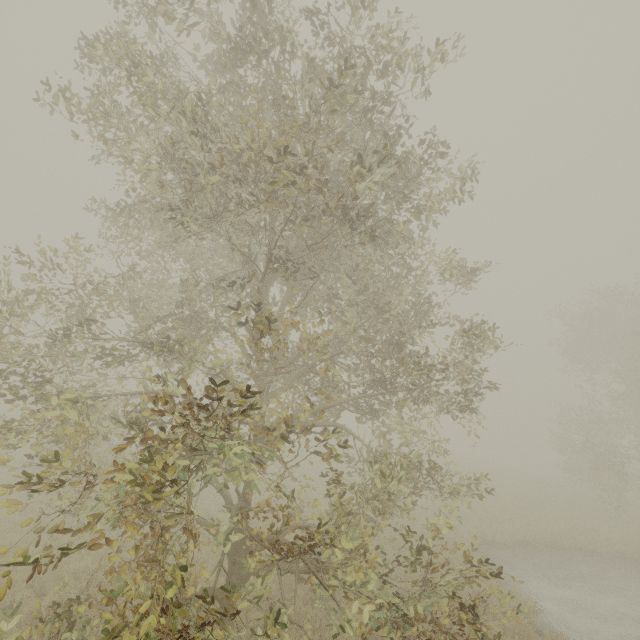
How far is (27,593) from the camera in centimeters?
873cm
